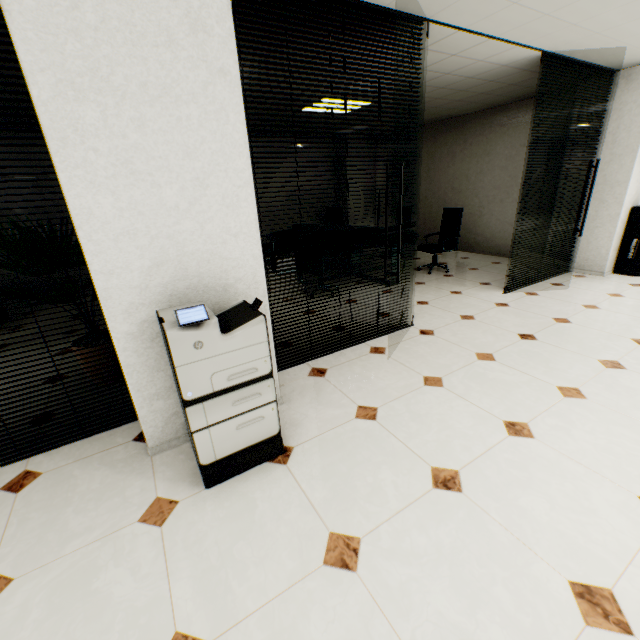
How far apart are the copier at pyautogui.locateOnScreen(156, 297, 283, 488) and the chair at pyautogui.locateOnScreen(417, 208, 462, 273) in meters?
4.8 m

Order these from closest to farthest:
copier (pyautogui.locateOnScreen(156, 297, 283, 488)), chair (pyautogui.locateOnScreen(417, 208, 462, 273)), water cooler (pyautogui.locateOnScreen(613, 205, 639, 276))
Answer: copier (pyautogui.locateOnScreen(156, 297, 283, 488))
water cooler (pyautogui.locateOnScreen(613, 205, 639, 276))
chair (pyautogui.locateOnScreen(417, 208, 462, 273))

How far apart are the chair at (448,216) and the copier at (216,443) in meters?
4.8

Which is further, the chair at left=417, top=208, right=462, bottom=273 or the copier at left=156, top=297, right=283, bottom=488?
the chair at left=417, top=208, right=462, bottom=273

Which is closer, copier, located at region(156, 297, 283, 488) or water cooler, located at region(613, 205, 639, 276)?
copier, located at region(156, 297, 283, 488)

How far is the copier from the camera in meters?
1.7 m

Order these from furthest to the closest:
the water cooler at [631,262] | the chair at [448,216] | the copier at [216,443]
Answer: the chair at [448,216] < the water cooler at [631,262] < the copier at [216,443]

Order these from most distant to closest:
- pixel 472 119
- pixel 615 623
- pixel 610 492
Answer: pixel 472 119 → pixel 610 492 → pixel 615 623
